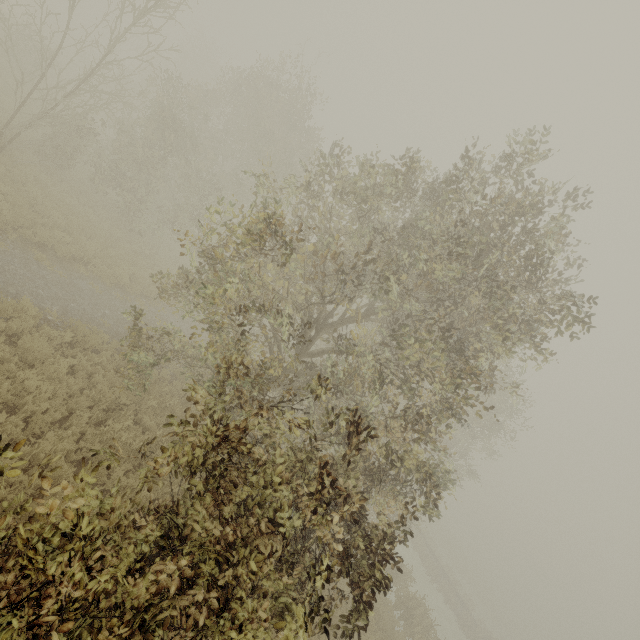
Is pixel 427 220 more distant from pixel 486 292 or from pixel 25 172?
pixel 25 172
